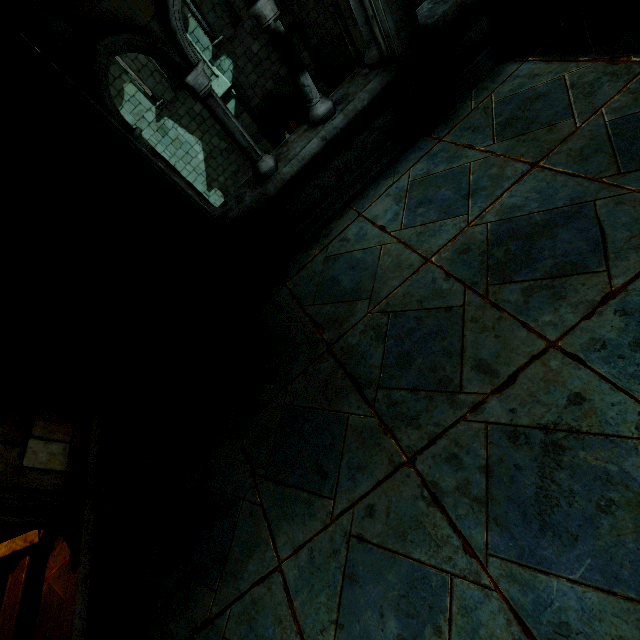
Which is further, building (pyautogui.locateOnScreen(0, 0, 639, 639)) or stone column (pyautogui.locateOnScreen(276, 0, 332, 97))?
stone column (pyautogui.locateOnScreen(276, 0, 332, 97))

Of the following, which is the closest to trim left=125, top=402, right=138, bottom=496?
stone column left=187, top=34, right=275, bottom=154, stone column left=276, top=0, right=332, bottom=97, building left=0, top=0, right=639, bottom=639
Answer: building left=0, top=0, right=639, bottom=639

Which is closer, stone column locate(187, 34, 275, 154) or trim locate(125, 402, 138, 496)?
trim locate(125, 402, 138, 496)

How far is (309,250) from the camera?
4.5 meters

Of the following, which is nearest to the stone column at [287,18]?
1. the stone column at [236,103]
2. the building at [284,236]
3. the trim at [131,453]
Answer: the stone column at [236,103]

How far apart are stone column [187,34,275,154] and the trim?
11.65m

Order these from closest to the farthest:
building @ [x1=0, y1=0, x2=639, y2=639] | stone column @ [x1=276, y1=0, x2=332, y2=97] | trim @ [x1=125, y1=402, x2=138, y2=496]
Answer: building @ [x1=0, y1=0, x2=639, y2=639] → trim @ [x1=125, y1=402, x2=138, y2=496] → stone column @ [x1=276, y1=0, x2=332, y2=97]

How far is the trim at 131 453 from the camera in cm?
396
